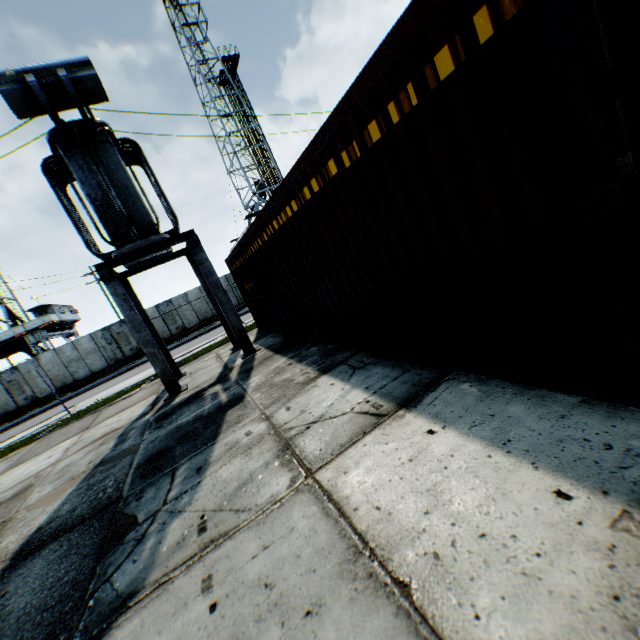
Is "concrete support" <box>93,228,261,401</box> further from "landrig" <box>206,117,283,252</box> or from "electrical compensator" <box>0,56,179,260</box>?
"landrig" <box>206,117,283,252</box>

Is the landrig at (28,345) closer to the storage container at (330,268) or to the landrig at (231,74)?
the landrig at (231,74)

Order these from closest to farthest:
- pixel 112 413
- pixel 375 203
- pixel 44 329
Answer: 1. pixel 375 203
2. pixel 112 413
3. pixel 44 329

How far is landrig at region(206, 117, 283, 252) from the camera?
35.5m

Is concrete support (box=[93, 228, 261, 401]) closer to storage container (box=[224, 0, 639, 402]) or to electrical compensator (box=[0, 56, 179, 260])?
electrical compensator (box=[0, 56, 179, 260])

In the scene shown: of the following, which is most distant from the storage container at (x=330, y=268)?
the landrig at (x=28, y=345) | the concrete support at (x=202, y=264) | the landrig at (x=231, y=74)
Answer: the landrig at (x=28, y=345)

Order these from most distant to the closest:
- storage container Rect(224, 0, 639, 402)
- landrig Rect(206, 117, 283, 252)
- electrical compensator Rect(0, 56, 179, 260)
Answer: landrig Rect(206, 117, 283, 252), electrical compensator Rect(0, 56, 179, 260), storage container Rect(224, 0, 639, 402)

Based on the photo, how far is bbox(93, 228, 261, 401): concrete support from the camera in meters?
7.8 m
